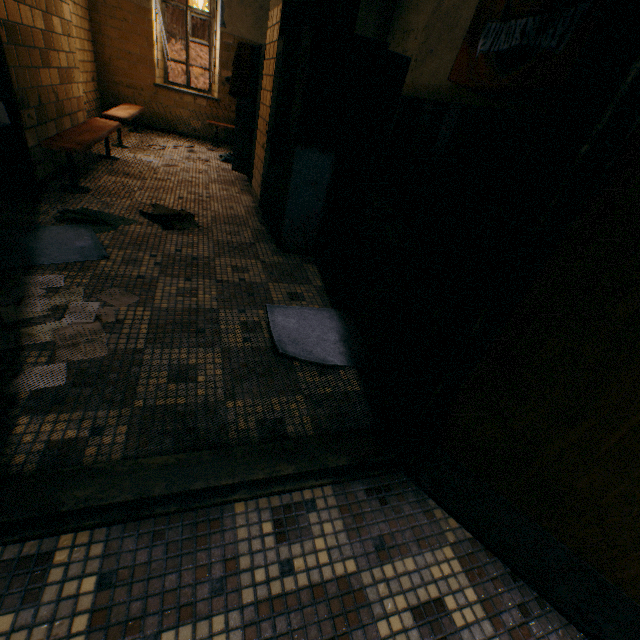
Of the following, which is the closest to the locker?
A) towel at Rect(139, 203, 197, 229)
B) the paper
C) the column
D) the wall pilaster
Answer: the column

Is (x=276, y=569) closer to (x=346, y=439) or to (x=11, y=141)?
(x=346, y=439)

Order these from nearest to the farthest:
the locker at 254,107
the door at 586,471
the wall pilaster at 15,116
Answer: the door at 586,471 → the wall pilaster at 15,116 → the locker at 254,107

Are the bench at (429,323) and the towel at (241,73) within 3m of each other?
no

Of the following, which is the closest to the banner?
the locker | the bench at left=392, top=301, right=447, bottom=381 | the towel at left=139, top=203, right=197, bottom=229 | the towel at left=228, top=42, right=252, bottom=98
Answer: the locker

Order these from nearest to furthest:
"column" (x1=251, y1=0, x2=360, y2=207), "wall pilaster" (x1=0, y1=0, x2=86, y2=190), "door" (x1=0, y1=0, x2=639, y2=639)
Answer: "door" (x1=0, y1=0, x2=639, y2=639) < "wall pilaster" (x1=0, y1=0, x2=86, y2=190) < "column" (x1=251, y1=0, x2=360, y2=207)

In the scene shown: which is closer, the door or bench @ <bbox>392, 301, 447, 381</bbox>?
the door

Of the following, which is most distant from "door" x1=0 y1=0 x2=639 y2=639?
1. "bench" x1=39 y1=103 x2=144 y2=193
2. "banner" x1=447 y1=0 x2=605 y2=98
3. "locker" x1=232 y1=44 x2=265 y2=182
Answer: "banner" x1=447 y1=0 x2=605 y2=98
